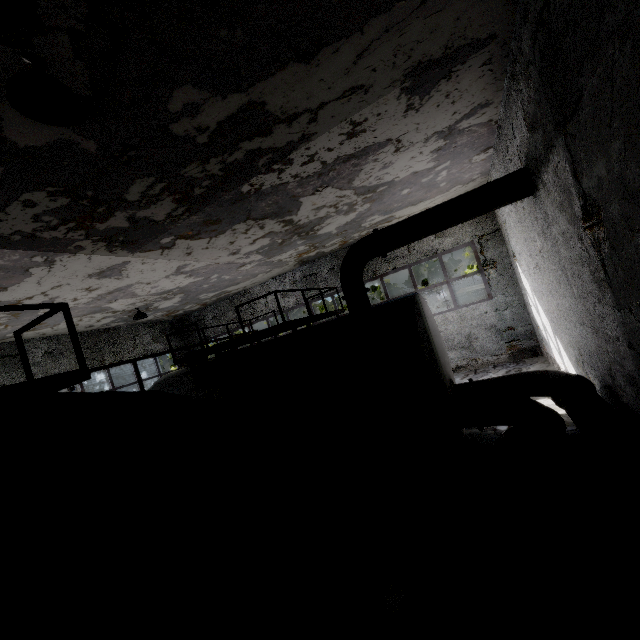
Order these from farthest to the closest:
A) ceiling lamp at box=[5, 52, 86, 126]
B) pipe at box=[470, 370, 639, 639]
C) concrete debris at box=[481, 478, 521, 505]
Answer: concrete debris at box=[481, 478, 521, 505] → ceiling lamp at box=[5, 52, 86, 126] → pipe at box=[470, 370, 639, 639]

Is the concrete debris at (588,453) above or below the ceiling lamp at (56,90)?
below

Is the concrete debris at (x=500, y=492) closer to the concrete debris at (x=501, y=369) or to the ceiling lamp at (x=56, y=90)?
the concrete debris at (x=501, y=369)

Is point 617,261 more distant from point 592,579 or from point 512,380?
point 512,380

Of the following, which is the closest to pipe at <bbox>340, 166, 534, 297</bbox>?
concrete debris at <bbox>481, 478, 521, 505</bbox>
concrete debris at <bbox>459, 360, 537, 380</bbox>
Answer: concrete debris at <bbox>481, 478, 521, 505</bbox>

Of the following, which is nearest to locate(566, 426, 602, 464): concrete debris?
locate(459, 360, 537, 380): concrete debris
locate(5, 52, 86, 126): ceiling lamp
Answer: locate(459, 360, 537, 380): concrete debris

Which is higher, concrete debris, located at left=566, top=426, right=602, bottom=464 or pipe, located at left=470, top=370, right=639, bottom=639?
pipe, located at left=470, top=370, right=639, bottom=639

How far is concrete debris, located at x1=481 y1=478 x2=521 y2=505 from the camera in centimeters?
519cm
